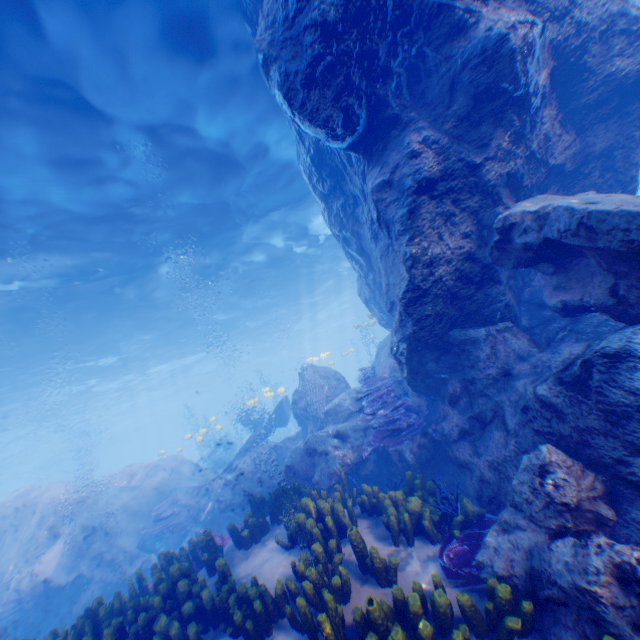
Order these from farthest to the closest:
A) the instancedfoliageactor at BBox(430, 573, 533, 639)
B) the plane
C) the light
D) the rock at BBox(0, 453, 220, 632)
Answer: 1. the plane
2. the rock at BBox(0, 453, 220, 632)
3. the light
4. the instancedfoliageactor at BBox(430, 573, 533, 639)

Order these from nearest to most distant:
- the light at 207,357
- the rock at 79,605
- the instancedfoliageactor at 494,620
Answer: the instancedfoliageactor at 494,620, the light at 207,357, the rock at 79,605

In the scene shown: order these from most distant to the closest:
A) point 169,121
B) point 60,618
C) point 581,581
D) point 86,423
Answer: point 86,423 → point 60,618 → point 169,121 → point 581,581

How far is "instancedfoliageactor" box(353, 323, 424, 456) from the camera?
7.6 meters

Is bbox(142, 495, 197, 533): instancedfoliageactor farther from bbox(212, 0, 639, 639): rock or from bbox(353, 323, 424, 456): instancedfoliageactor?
bbox(353, 323, 424, 456): instancedfoliageactor

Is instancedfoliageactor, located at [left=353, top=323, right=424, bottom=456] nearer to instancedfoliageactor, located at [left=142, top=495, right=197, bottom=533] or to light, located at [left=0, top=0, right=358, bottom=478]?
instancedfoliageactor, located at [left=142, top=495, right=197, bottom=533]

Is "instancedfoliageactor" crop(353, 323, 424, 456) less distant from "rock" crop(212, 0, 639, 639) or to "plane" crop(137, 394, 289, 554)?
"rock" crop(212, 0, 639, 639)

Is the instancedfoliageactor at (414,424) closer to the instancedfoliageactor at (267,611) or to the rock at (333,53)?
the rock at (333,53)
